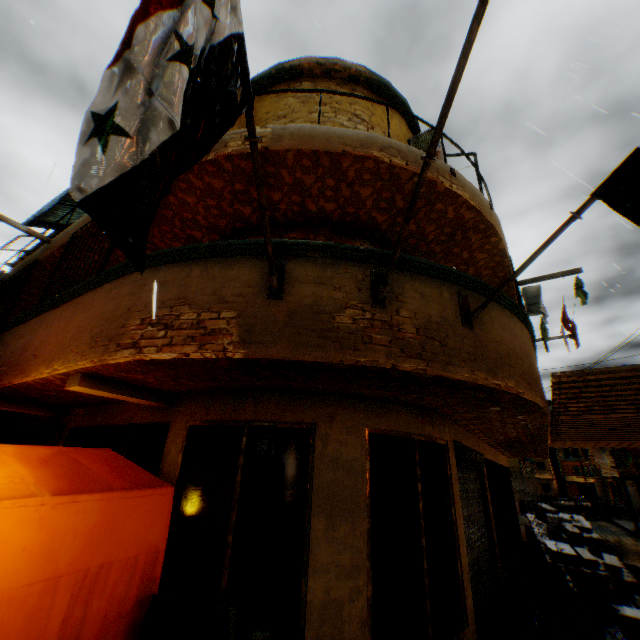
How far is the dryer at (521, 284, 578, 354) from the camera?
7.82m

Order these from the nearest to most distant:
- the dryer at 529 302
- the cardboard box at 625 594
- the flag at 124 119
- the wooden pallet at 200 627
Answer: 1. the flag at 124 119
2. the wooden pallet at 200 627
3. the cardboard box at 625 594
4. the dryer at 529 302

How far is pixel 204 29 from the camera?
1.7m

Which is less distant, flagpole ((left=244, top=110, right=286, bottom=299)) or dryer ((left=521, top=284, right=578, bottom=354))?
flagpole ((left=244, top=110, right=286, bottom=299))

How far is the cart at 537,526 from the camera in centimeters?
1093cm

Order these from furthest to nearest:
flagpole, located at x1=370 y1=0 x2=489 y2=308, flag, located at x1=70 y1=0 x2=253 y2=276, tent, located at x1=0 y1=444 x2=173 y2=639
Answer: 1. tent, located at x1=0 y1=444 x2=173 y2=639
2. flagpole, located at x1=370 y1=0 x2=489 y2=308
3. flag, located at x1=70 y1=0 x2=253 y2=276

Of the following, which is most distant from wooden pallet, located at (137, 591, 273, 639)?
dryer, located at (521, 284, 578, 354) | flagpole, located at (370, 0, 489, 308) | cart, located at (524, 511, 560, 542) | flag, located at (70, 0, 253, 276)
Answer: cart, located at (524, 511, 560, 542)

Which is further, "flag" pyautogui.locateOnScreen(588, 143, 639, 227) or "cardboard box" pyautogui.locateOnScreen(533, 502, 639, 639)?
"cardboard box" pyautogui.locateOnScreen(533, 502, 639, 639)
